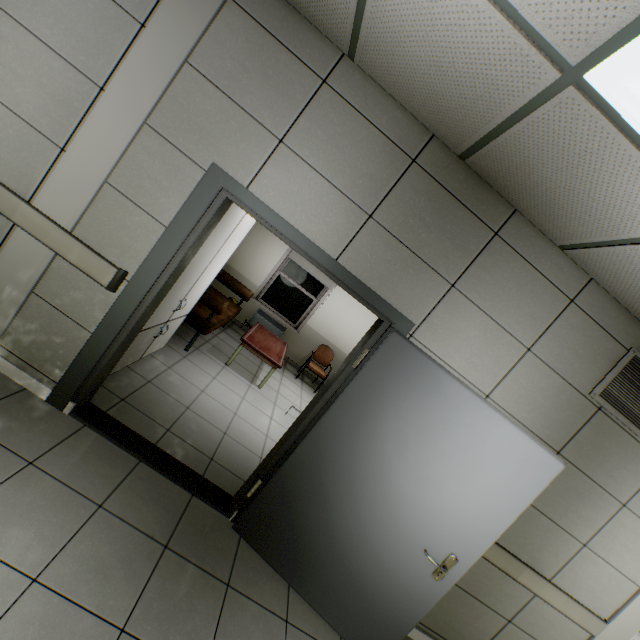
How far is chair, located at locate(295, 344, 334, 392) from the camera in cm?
688

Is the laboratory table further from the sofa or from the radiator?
the radiator

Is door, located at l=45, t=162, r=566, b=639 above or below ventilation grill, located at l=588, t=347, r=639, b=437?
below

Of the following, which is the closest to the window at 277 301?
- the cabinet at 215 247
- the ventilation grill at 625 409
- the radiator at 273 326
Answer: the radiator at 273 326

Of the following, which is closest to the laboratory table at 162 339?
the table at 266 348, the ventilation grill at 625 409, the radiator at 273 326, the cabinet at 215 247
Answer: the cabinet at 215 247

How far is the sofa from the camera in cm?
448

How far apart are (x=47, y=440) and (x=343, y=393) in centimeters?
207cm

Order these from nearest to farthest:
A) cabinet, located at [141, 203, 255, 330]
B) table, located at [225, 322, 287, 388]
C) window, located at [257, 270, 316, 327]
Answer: cabinet, located at [141, 203, 255, 330] < table, located at [225, 322, 287, 388] < window, located at [257, 270, 316, 327]
